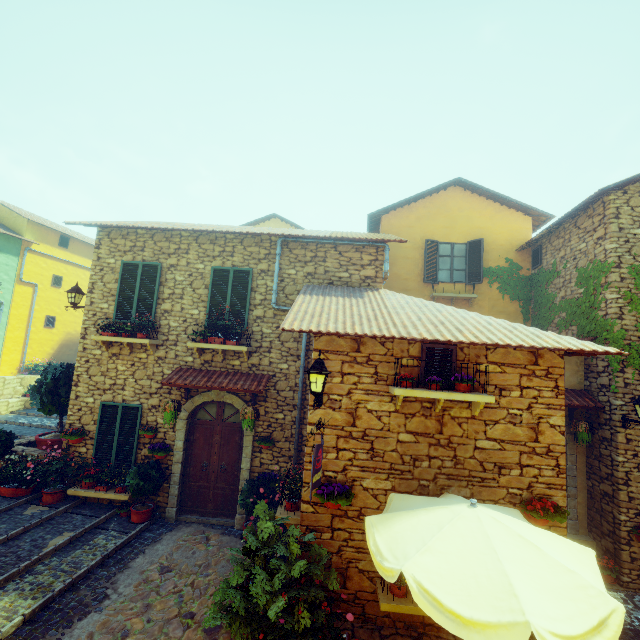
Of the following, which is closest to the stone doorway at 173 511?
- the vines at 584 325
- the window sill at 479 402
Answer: the window sill at 479 402

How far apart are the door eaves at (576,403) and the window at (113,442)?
9.0 meters

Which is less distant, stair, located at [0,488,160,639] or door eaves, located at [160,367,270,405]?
stair, located at [0,488,160,639]

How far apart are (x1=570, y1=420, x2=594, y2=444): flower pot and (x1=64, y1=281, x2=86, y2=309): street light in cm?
1307

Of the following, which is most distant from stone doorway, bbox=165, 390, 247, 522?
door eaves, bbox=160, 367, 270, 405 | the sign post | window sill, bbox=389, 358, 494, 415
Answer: window sill, bbox=389, 358, 494, 415

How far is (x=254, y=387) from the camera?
7.6m

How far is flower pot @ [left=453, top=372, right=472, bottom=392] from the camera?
5.0 meters

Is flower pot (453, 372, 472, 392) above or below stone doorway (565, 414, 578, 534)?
above
